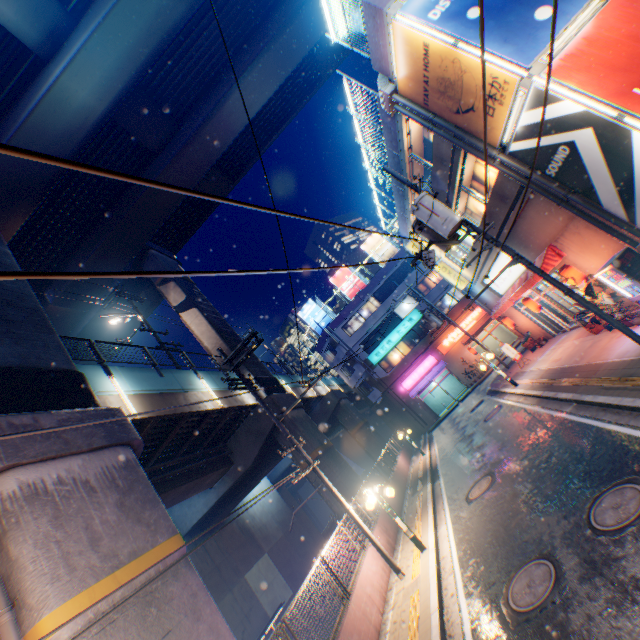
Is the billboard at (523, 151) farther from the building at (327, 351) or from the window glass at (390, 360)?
the window glass at (390, 360)

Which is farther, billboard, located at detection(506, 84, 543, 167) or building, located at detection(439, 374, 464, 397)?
building, located at detection(439, 374, 464, 397)

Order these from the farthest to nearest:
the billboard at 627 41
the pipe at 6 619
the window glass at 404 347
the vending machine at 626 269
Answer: the window glass at 404 347 → the vending machine at 626 269 → the billboard at 627 41 → the pipe at 6 619

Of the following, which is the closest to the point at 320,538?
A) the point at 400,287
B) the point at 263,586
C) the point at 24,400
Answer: the point at 263,586

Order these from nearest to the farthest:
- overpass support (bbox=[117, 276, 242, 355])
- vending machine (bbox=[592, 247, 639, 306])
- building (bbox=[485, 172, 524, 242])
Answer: vending machine (bbox=[592, 247, 639, 306]) → building (bbox=[485, 172, 524, 242]) → overpass support (bbox=[117, 276, 242, 355])

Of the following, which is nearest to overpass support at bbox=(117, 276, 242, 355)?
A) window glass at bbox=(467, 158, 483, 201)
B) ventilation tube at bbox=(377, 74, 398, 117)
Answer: ventilation tube at bbox=(377, 74, 398, 117)

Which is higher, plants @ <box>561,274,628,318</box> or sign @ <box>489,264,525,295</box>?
sign @ <box>489,264,525,295</box>

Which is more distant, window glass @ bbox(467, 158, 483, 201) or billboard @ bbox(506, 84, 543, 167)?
window glass @ bbox(467, 158, 483, 201)
